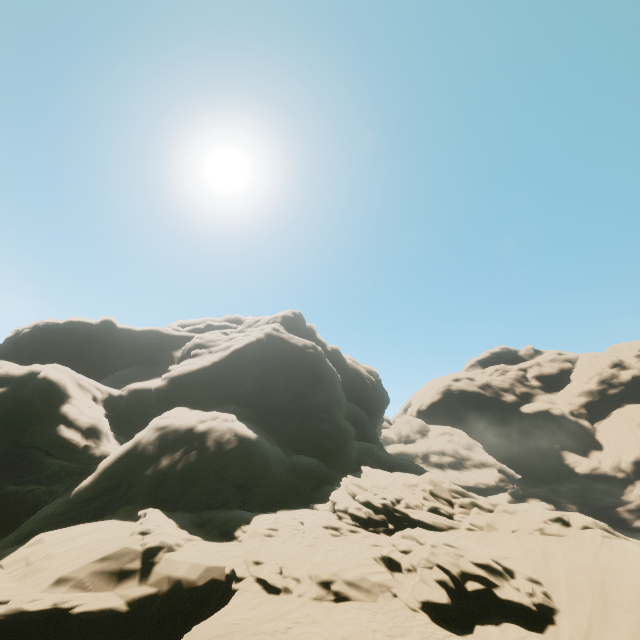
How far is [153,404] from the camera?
33.4m
